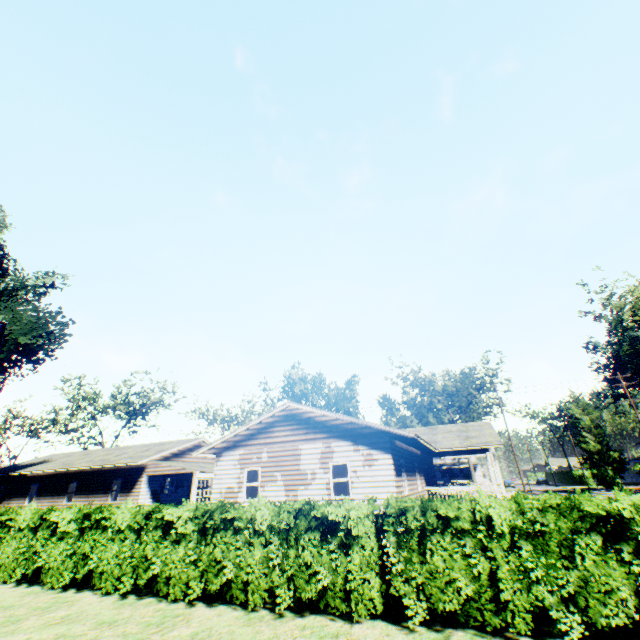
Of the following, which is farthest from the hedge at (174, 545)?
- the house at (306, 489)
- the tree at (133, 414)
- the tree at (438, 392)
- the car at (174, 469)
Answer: the tree at (438, 392)

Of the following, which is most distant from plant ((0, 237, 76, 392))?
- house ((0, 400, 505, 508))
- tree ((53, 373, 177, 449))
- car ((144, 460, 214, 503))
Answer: house ((0, 400, 505, 508))

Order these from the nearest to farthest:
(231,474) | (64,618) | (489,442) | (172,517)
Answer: (64,618) < (172,517) < (231,474) < (489,442)

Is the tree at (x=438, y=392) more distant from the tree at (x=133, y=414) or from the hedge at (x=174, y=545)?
the hedge at (x=174, y=545)

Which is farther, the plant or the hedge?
the plant

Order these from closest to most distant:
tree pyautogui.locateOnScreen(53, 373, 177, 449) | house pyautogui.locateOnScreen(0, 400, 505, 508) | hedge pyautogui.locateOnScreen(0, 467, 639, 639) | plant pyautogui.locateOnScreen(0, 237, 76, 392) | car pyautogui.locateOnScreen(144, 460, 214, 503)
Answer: hedge pyautogui.locateOnScreen(0, 467, 639, 639), house pyautogui.locateOnScreen(0, 400, 505, 508), car pyautogui.locateOnScreen(144, 460, 214, 503), plant pyautogui.locateOnScreen(0, 237, 76, 392), tree pyautogui.locateOnScreen(53, 373, 177, 449)

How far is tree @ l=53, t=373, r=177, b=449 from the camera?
43.66m

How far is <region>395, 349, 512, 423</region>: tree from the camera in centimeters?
4834cm
